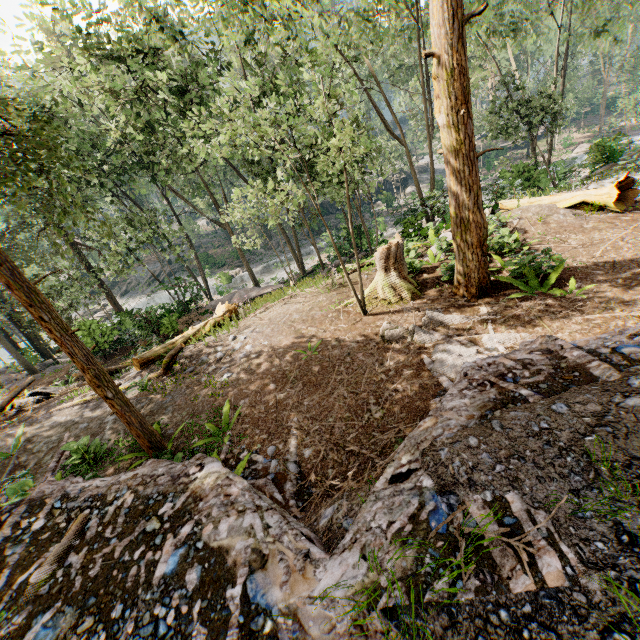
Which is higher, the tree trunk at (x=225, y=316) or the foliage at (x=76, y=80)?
the foliage at (x=76, y=80)

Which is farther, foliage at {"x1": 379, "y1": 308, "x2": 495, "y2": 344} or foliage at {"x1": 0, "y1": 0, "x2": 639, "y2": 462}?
foliage at {"x1": 379, "y1": 308, "x2": 495, "y2": 344}

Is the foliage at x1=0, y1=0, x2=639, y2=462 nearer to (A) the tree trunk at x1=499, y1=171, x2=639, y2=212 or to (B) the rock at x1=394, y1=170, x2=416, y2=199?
(B) the rock at x1=394, y1=170, x2=416, y2=199

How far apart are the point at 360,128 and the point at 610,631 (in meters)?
19.76

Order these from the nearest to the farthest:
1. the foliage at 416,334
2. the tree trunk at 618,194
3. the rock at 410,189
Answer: the foliage at 416,334 → the tree trunk at 618,194 → the rock at 410,189

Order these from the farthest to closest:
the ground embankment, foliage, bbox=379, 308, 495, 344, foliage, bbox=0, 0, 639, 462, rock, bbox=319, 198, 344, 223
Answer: rock, bbox=319, 198, 344, 223
foliage, bbox=379, 308, 495, 344
foliage, bbox=0, 0, 639, 462
the ground embankment

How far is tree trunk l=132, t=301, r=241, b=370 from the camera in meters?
12.3 m

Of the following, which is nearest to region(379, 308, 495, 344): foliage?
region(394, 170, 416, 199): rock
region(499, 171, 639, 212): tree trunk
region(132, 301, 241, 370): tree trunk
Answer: region(394, 170, 416, 199): rock
